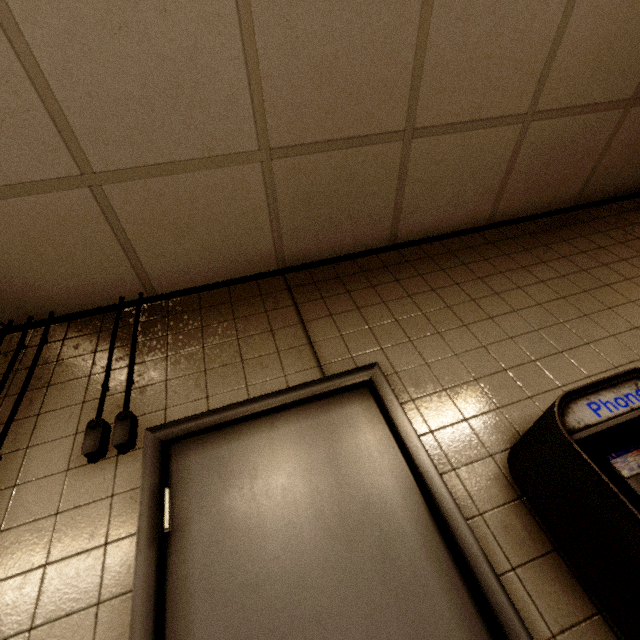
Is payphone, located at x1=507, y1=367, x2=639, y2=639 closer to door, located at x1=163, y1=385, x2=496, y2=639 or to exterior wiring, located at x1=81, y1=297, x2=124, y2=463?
door, located at x1=163, y1=385, x2=496, y2=639

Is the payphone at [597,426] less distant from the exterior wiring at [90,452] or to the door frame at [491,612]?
the door frame at [491,612]

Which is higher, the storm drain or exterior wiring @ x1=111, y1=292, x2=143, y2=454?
the storm drain

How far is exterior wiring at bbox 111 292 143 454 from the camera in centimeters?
116cm

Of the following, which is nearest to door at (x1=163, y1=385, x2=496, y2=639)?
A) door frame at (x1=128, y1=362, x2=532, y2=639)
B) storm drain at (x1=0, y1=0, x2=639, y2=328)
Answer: door frame at (x1=128, y1=362, x2=532, y2=639)

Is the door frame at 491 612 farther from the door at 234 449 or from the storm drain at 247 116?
the storm drain at 247 116

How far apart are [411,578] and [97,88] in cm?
193
